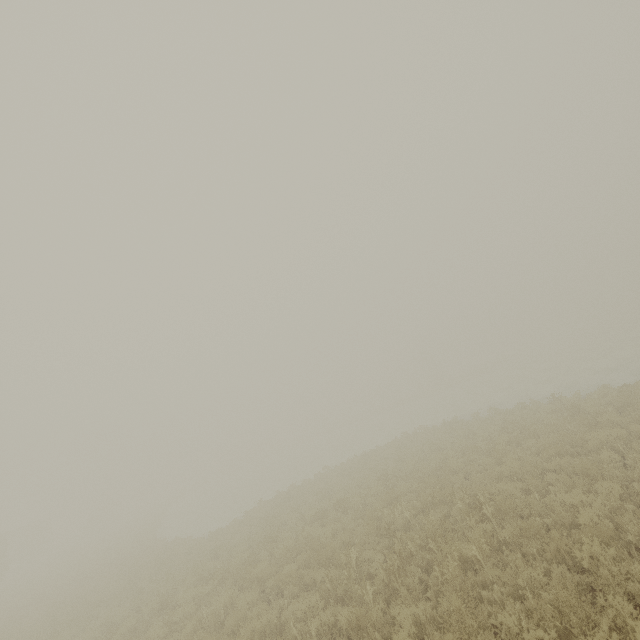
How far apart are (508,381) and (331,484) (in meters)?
26.51
